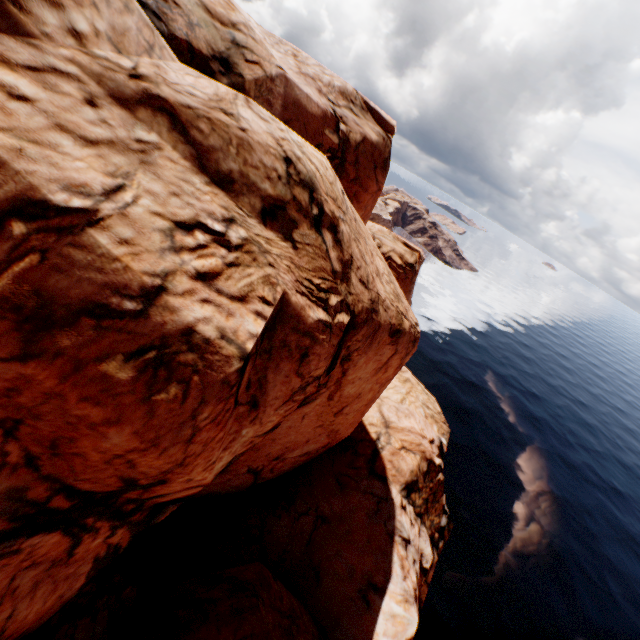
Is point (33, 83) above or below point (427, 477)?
above
